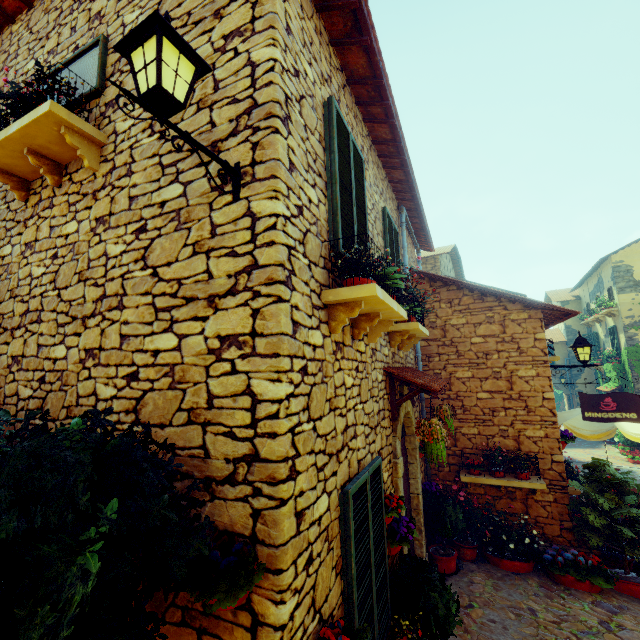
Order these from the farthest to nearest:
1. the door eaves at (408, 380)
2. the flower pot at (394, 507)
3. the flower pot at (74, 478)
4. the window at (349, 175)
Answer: the door eaves at (408, 380) → the flower pot at (394, 507) → the window at (349, 175) → the flower pot at (74, 478)

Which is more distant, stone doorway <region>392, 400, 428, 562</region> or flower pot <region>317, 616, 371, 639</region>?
stone doorway <region>392, 400, 428, 562</region>

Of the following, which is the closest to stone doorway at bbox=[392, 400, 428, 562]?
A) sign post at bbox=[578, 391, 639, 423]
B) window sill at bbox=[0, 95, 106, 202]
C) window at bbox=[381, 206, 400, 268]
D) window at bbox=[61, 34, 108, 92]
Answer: window at bbox=[381, 206, 400, 268]

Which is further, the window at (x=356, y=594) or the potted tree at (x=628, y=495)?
the potted tree at (x=628, y=495)

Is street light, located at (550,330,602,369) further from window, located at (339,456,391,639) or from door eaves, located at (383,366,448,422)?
window, located at (339,456,391,639)

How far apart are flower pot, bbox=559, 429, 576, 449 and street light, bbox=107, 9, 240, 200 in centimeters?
793cm

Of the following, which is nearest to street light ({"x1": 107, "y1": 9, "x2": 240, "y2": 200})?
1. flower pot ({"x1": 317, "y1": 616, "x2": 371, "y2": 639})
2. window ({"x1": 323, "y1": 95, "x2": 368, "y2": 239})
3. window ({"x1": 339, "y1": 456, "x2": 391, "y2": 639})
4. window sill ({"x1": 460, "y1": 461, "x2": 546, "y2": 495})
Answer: window ({"x1": 323, "y1": 95, "x2": 368, "y2": 239})

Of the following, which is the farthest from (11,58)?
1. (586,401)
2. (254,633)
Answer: (586,401)
